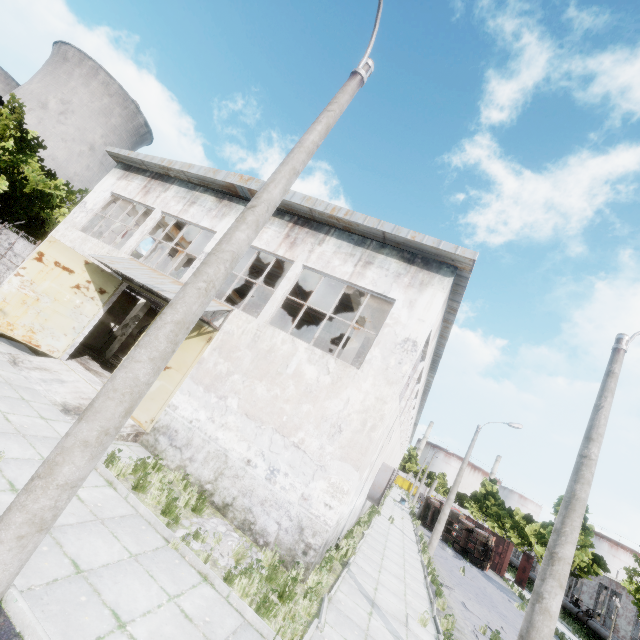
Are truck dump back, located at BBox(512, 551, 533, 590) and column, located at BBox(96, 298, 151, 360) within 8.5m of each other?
no

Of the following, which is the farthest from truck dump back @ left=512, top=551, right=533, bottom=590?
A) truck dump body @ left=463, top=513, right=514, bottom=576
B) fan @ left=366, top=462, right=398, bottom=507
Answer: fan @ left=366, top=462, right=398, bottom=507

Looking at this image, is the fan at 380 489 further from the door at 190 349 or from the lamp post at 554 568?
the door at 190 349

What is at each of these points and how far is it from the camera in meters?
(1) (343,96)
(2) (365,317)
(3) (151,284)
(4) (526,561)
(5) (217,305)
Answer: (1) lamp post, 5.2
(2) beam, 14.0
(3) awning, 11.2
(4) truck dump back, 30.6
(5) awning, 11.4

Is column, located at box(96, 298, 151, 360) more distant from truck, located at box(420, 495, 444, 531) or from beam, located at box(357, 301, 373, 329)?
truck, located at box(420, 495, 444, 531)

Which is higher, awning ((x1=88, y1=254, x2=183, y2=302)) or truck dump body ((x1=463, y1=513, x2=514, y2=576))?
awning ((x1=88, y1=254, x2=183, y2=302))

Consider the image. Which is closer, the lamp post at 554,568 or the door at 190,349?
the lamp post at 554,568

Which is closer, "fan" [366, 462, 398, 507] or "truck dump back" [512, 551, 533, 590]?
"fan" [366, 462, 398, 507]
